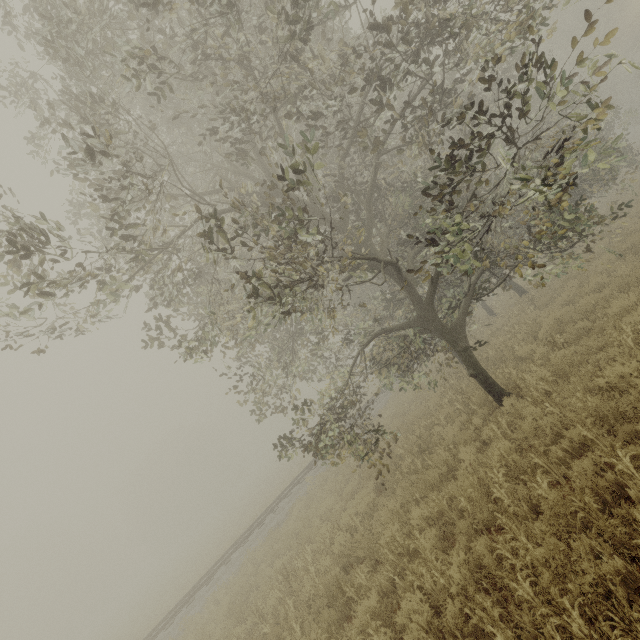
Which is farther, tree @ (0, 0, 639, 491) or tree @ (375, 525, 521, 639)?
tree @ (0, 0, 639, 491)

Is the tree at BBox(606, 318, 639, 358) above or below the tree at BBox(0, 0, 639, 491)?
below

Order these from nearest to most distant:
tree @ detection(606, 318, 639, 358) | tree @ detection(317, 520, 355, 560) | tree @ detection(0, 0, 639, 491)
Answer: tree @ detection(0, 0, 639, 491), tree @ detection(606, 318, 639, 358), tree @ detection(317, 520, 355, 560)

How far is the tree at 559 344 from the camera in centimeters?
777cm

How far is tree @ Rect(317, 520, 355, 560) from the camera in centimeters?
852cm

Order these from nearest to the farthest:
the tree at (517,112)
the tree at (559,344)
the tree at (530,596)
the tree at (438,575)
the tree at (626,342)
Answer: the tree at (530,596) → the tree at (438,575) → the tree at (517,112) → the tree at (626,342) → the tree at (559,344)

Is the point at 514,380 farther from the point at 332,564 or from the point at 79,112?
the point at 79,112
